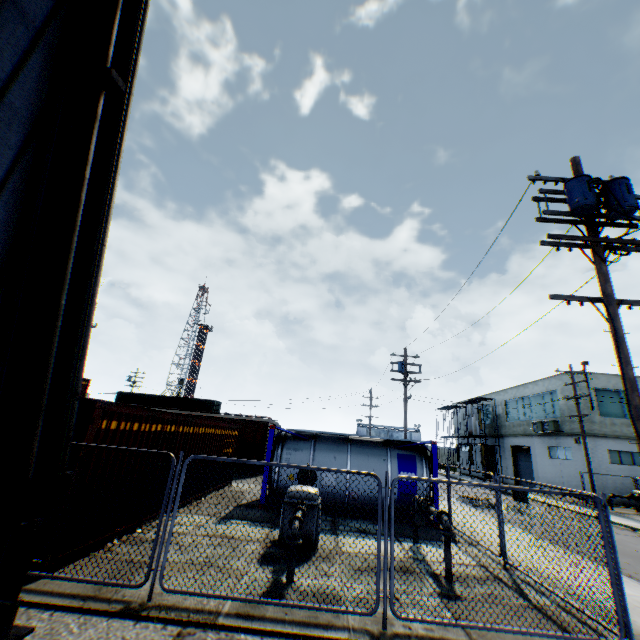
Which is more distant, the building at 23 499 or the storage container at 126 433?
the storage container at 126 433

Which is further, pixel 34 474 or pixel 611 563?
pixel 611 563

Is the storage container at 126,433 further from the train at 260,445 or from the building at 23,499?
the train at 260,445

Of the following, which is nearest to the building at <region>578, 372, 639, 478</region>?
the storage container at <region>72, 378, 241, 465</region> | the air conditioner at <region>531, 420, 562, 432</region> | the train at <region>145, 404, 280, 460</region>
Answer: the air conditioner at <region>531, 420, 562, 432</region>

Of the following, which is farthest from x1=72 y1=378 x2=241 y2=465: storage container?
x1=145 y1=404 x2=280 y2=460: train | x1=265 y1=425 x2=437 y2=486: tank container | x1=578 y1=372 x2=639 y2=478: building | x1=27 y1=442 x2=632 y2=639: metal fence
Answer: x1=578 y1=372 x2=639 y2=478: building

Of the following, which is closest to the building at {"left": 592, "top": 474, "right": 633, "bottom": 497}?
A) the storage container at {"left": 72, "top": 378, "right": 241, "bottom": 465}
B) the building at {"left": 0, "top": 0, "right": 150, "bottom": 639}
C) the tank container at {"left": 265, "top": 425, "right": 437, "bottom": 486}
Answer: the tank container at {"left": 265, "top": 425, "right": 437, "bottom": 486}

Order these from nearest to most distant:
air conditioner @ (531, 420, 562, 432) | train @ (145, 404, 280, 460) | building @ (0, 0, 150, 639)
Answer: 1. building @ (0, 0, 150, 639)
2. train @ (145, 404, 280, 460)
3. air conditioner @ (531, 420, 562, 432)

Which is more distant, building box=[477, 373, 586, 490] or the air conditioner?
the air conditioner
